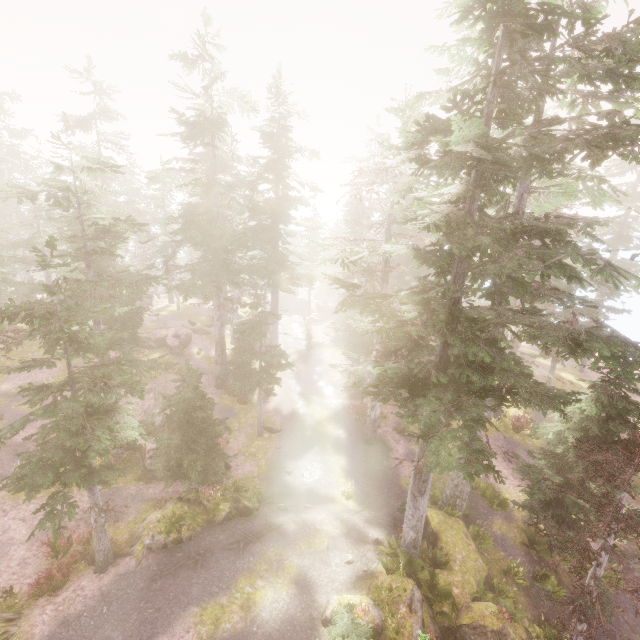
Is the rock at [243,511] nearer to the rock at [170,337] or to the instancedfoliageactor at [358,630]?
the instancedfoliageactor at [358,630]

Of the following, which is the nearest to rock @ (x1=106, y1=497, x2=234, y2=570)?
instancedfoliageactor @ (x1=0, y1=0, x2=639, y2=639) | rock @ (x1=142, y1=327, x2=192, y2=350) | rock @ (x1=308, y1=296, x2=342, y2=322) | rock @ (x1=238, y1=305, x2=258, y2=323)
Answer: instancedfoliageactor @ (x1=0, y1=0, x2=639, y2=639)

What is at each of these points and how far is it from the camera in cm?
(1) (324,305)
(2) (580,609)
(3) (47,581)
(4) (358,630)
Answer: (1) rock, 5222
(2) instancedfoliageactor, 1192
(3) instancedfoliageactor, 1187
(4) instancedfoliageactor, 922

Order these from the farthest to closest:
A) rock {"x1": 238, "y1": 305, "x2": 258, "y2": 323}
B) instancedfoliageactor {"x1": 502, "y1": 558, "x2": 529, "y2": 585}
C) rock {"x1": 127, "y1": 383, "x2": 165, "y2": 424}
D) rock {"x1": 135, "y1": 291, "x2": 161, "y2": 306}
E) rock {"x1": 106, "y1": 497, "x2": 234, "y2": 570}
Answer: rock {"x1": 135, "y1": 291, "x2": 161, "y2": 306} → rock {"x1": 238, "y1": 305, "x2": 258, "y2": 323} → rock {"x1": 127, "y1": 383, "x2": 165, "y2": 424} → instancedfoliageactor {"x1": 502, "y1": 558, "x2": 529, "y2": 585} → rock {"x1": 106, "y1": 497, "x2": 234, "y2": 570}

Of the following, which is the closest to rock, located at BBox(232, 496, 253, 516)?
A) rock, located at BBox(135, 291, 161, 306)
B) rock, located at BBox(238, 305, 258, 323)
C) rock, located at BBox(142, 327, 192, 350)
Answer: rock, located at BBox(238, 305, 258, 323)

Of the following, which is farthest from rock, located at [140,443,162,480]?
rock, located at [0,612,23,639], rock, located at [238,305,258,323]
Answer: rock, located at [238,305,258,323]

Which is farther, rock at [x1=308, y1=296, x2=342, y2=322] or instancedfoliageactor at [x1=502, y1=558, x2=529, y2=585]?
rock at [x1=308, y1=296, x2=342, y2=322]

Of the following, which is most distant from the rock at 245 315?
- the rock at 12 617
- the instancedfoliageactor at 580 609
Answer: the rock at 12 617
